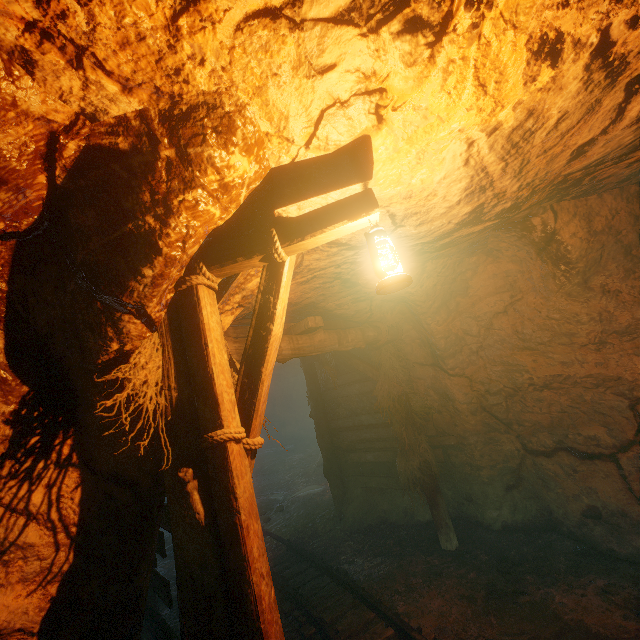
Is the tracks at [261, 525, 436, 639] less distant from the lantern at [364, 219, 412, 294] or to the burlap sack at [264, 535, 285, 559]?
the burlap sack at [264, 535, 285, 559]

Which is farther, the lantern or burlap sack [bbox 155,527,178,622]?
burlap sack [bbox 155,527,178,622]

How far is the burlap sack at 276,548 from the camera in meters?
6.8 m

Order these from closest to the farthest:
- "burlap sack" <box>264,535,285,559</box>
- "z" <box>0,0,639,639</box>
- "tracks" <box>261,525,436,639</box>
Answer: "z" <box>0,0,639,639</box>, "tracks" <box>261,525,436,639</box>, "burlap sack" <box>264,535,285,559</box>

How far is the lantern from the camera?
2.0m

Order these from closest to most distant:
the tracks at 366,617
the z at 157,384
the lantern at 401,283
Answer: the z at 157,384, the lantern at 401,283, the tracks at 366,617

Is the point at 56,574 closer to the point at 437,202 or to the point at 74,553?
the point at 74,553
